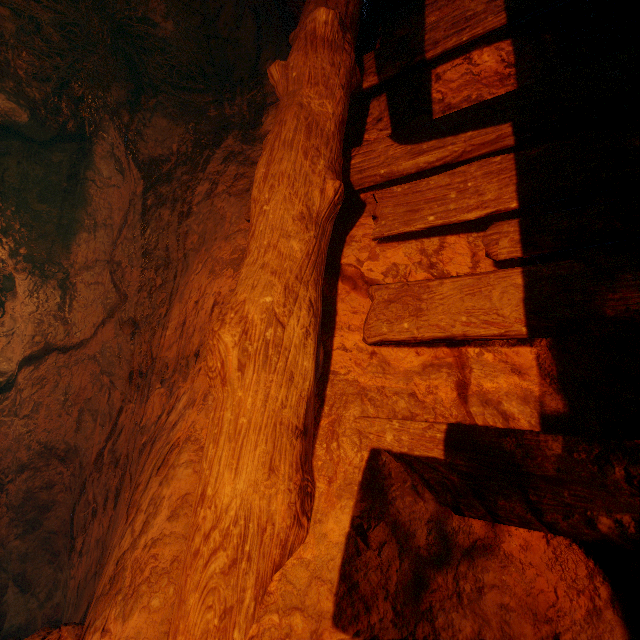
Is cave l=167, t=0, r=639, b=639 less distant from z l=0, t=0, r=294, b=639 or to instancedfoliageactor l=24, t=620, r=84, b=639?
z l=0, t=0, r=294, b=639

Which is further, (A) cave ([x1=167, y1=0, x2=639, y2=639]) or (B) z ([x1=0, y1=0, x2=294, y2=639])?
(B) z ([x1=0, y1=0, x2=294, y2=639])

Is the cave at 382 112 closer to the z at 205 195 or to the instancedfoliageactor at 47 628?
the z at 205 195

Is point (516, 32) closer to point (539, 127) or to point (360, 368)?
point (539, 127)

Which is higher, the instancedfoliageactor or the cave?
the cave

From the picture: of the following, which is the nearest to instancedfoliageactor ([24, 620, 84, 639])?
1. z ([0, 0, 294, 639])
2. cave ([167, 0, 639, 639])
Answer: z ([0, 0, 294, 639])

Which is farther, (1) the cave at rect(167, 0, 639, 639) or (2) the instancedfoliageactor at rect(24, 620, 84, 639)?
(2) the instancedfoliageactor at rect(24, 620, 84, 639)
